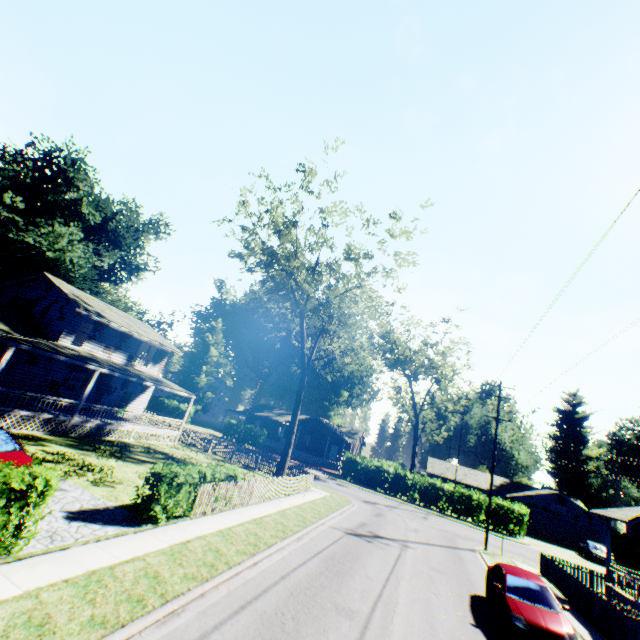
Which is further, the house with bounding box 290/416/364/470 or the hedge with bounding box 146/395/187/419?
the hedge with bounding box 146/395/187/419

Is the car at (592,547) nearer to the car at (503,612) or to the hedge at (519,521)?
the hedge at (519,521)

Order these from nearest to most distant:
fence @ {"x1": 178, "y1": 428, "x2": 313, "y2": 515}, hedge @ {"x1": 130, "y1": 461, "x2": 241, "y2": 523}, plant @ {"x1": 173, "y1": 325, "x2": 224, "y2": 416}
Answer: hedge @ {"x1": 130, "y1": 461, "x2": 241, "y2": 523}
fence @ {"x1": 178, "y1": 428, "x2": 313, "y2": 515}
plant @ {"x1": 173, "y1": 325, "x2": 224, "y2": 416}

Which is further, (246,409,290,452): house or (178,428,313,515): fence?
(246,409,290,452): house

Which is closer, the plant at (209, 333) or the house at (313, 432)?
the house at (313, 432)

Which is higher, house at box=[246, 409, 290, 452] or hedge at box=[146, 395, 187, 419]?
house at box=[246, 409, 290, 452]

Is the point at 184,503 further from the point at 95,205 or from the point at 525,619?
the point at 95,205

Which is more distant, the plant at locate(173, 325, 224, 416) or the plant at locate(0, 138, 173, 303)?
the plant at locate(173, 325, 224, 416)
